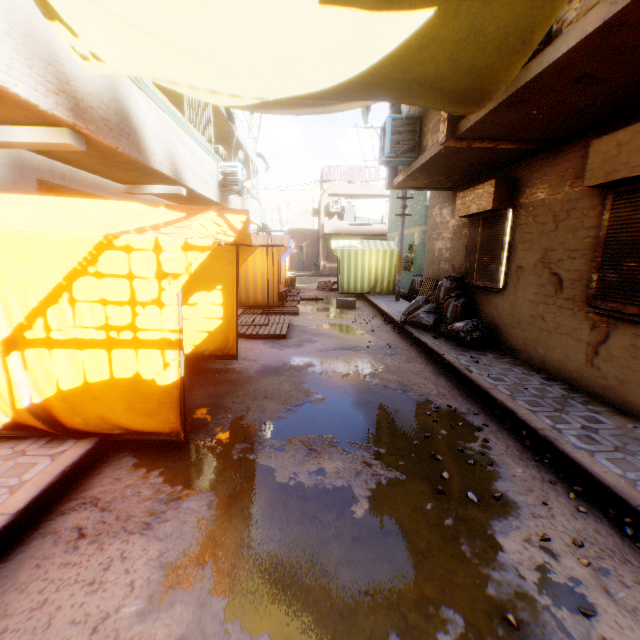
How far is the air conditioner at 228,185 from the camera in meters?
10.0

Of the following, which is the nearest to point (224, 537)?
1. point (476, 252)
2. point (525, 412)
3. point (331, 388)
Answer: point (331, 388)

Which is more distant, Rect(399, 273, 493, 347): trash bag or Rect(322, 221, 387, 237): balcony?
Rect(322, 221, 387, 237): balcony

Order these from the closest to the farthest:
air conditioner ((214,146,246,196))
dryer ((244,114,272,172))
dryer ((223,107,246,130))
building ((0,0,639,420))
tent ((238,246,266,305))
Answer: building ((0,0,639,420)) → tent ((238,246,266,305)) → air conditioner ((214,146,246,196)) → dryer ((223,107,246,130)) → dryer ((244,114,272,172))

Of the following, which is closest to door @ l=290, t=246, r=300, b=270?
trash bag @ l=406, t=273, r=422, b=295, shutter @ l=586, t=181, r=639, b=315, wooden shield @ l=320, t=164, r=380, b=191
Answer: wooden shield @ l=320, t=164, r=380, b=191

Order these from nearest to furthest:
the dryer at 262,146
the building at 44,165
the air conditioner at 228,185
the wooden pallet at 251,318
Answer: the building at 44,165, the wooden pallet at 251,318, the air conditioner at 228,185, the dryer at 262,146

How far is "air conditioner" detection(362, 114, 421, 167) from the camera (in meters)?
6.77

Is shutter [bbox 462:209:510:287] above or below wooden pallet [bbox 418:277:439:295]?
above
